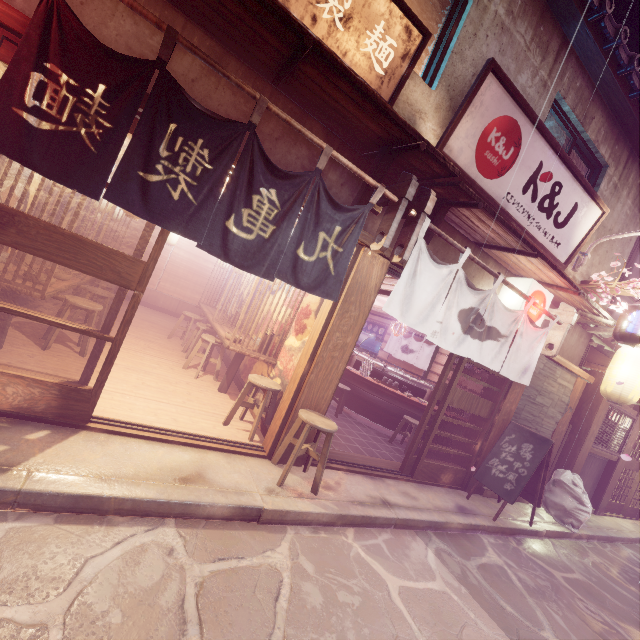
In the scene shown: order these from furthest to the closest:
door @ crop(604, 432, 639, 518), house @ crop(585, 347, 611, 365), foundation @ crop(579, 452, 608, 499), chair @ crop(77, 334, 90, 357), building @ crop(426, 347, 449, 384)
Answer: building @ crop(426, 347, 449, 384) → door @ crop(604, 432, 639, 518) → foundation @ crop(579, 452, 608, 499) → house @ crop(585, 347, 611, 365) → chair @ crop(77, 334, 90, 357)

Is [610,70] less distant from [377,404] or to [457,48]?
[457,48]

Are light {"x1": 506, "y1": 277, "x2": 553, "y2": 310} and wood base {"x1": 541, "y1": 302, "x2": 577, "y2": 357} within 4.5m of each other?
yes

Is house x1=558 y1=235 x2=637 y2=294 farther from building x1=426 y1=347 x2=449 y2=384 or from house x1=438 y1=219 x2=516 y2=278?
building x1=426 y1=347 x2=449 y2=384

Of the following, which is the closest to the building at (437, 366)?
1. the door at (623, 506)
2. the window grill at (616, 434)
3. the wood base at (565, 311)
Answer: the window grill at (616, 434)

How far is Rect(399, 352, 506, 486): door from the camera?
9.4m

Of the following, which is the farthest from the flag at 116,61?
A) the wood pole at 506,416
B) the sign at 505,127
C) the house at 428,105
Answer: the wood pole at 506,416

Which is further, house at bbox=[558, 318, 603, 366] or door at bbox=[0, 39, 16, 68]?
house at bbox=[558, 318, 603, 366]
